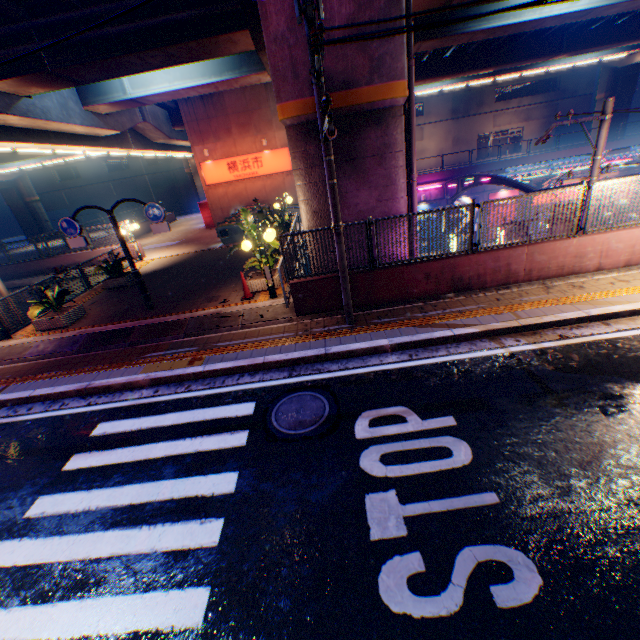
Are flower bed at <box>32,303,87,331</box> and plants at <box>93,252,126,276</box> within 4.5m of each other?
yes

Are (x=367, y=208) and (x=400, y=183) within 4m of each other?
yes

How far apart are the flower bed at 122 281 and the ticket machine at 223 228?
5.4 meters

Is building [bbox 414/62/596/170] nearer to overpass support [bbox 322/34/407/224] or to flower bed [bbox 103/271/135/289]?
overpass support [bbox 322/34/407/224]

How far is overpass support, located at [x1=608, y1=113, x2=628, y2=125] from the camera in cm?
3431

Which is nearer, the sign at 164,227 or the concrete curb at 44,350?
the concrete curb at 44,350

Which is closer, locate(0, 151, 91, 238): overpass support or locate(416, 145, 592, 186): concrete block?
locate(0, 151, 91, 238): overpass support
